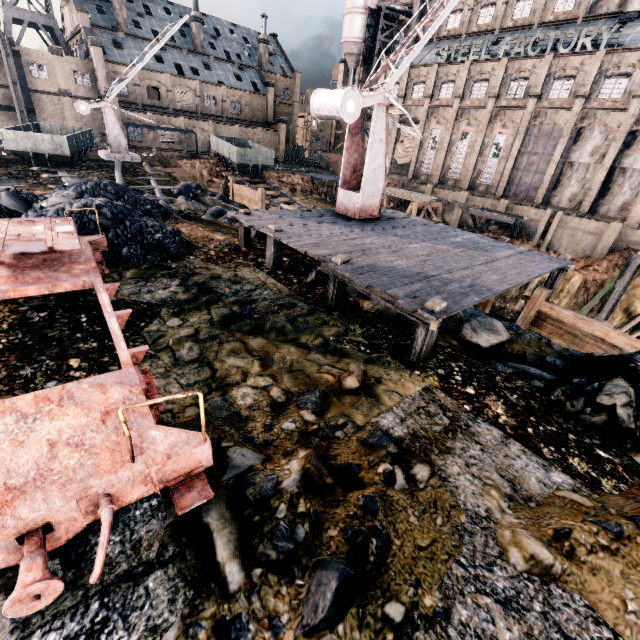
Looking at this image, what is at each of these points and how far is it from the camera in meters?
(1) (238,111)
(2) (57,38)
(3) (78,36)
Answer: (1) building, 57.7
(2) water tower, 50.5
(3) building, 49.3

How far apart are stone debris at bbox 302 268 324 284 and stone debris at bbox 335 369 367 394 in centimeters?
431cm

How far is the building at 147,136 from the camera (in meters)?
46.28

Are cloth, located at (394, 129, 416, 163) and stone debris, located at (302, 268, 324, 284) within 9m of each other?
no

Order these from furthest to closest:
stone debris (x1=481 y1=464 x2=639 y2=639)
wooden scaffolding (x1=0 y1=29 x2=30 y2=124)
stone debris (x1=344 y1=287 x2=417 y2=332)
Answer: wooden scaffolding (x1=0 y1=29 x2=30 y2=124)
stone debris (x1=344 y1=287 x2=417 y2=332)
stone debris (x1=481 y1=464 x2=639 y2=639)

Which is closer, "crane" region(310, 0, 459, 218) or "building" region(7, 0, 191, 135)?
"crane" region(310, 0, 459, 218)

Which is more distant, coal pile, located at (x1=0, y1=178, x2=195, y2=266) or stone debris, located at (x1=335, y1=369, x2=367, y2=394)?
coal pile, located at (x1=0, y1=178, x2=195, y2=266)

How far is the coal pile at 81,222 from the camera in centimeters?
966cm
